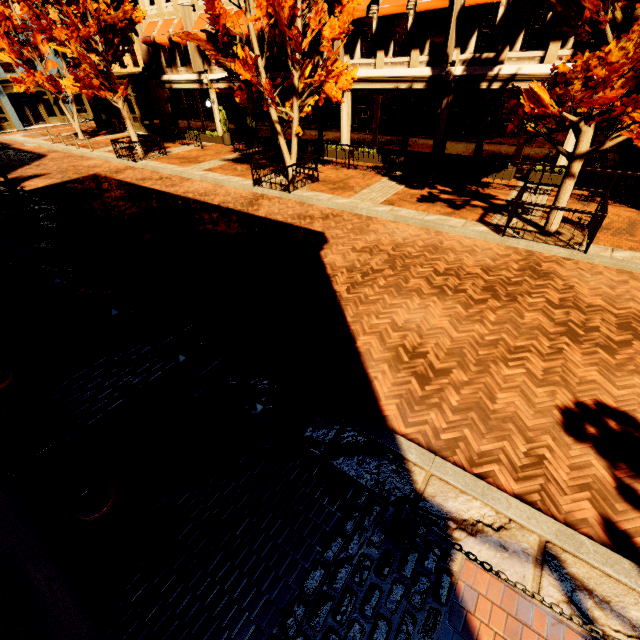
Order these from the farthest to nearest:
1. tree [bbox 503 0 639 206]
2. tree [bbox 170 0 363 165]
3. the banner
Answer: the banner < tree [bbox 170 0 363 165] < tree [bbox 503 0 639 206]

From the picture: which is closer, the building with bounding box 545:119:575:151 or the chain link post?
the chain link post

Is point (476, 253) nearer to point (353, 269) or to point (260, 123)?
point (353, 269)

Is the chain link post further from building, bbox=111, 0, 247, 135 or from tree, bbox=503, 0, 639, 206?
building, bbox=111, 0, 247, 135

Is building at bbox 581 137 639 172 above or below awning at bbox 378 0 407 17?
below

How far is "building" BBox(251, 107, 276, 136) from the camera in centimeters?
1909cm

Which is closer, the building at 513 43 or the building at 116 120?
the building at 513 43

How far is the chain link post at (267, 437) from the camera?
3.85m
